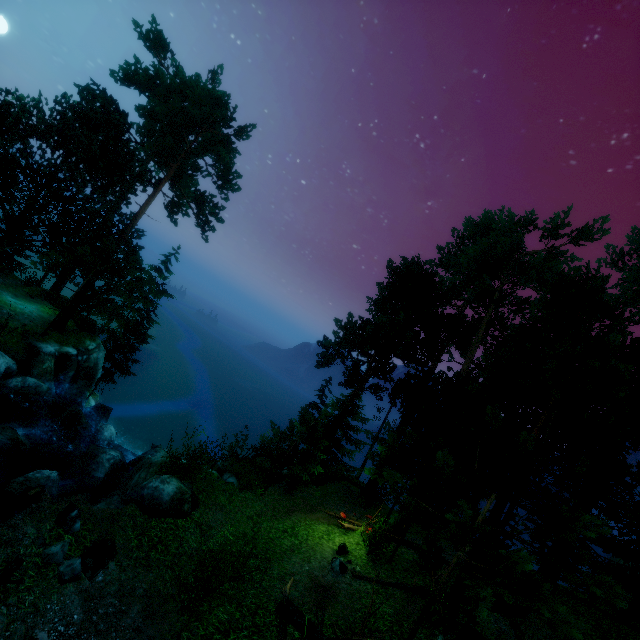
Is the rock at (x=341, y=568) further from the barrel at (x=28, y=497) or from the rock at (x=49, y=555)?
the barrel at (x=28, y=497)

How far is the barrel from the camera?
11.45m

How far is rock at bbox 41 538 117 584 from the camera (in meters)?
8.16

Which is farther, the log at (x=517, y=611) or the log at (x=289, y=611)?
the log at (x=517, y=611)

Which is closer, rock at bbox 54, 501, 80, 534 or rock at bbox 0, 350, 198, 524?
rock at bbox 54, 501, 80, 534

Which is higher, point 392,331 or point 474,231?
point 474,231

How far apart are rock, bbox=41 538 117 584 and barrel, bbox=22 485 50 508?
4.13m

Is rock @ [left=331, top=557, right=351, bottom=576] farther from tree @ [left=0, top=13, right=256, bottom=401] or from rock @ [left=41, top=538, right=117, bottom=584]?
rock @ [left=41, top=538, right=117, bottom=584]
